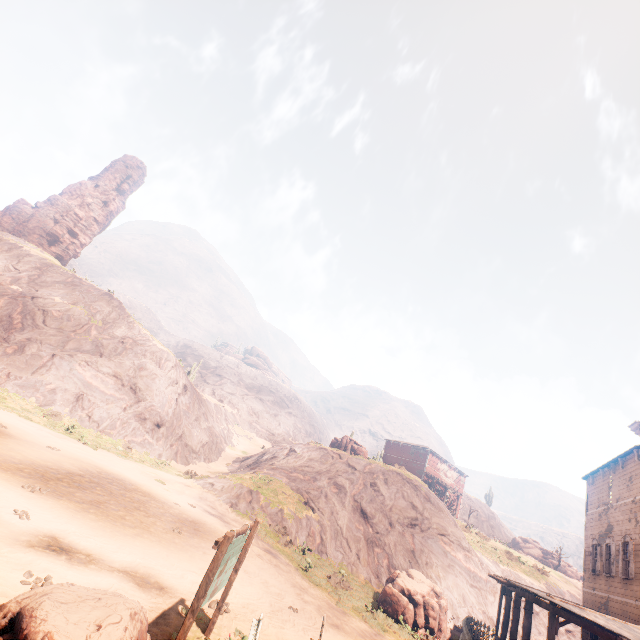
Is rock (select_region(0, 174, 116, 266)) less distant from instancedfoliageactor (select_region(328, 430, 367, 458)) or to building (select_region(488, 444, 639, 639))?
instancedfoliageactor (select_region(328, 430, 367, 458))

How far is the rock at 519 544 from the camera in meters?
49.5 m

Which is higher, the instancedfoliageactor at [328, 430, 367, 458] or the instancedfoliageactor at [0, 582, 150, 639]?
the instancedfoliageactor at [328, 430, 367, 458]

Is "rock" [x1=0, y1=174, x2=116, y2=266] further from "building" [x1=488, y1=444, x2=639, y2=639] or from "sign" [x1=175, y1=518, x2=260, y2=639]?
"sign" [x1=175, y1=518, x2=260, y2=639]

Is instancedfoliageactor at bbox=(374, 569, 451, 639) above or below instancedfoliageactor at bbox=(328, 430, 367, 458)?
below

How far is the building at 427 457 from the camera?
43.2 meters

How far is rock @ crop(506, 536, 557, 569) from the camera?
49.5 meters

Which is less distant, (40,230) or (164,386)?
(164,386)
